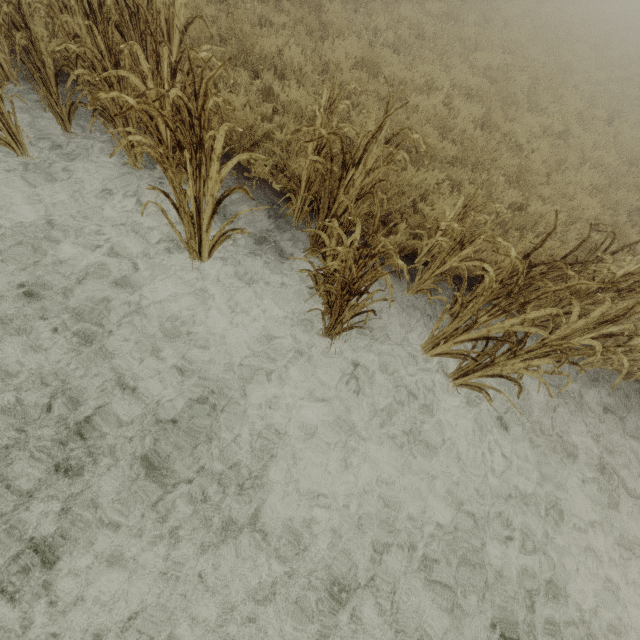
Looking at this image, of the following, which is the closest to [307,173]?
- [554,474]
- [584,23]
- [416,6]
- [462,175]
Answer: [462,175]
